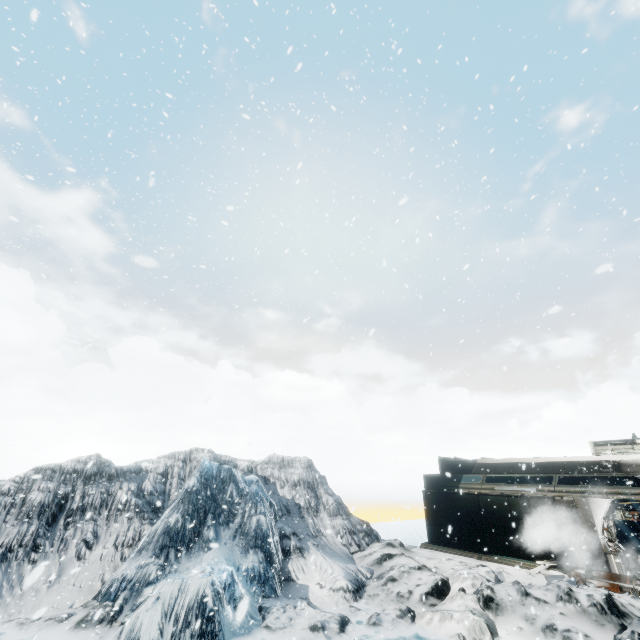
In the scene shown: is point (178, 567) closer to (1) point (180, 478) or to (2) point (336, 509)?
(1) point (180, 478)
